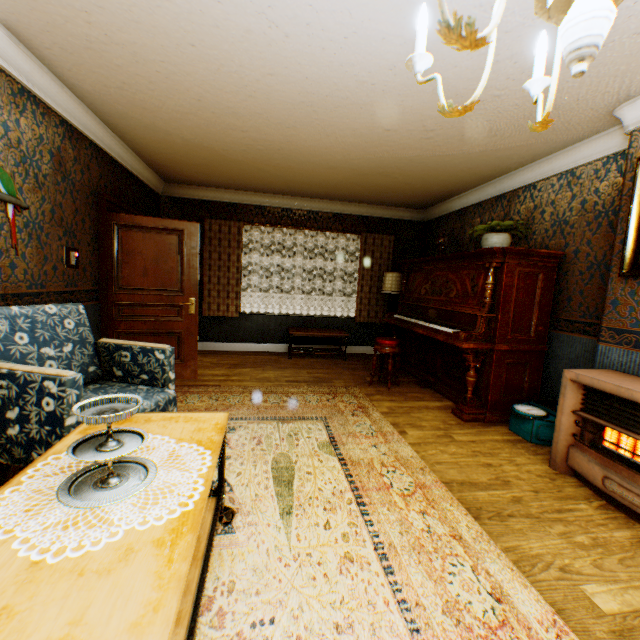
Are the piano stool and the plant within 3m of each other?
yes

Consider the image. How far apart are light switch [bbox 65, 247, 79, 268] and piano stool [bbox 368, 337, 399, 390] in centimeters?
383cm

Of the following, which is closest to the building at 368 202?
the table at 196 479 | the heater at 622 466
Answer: the heater at 622 466

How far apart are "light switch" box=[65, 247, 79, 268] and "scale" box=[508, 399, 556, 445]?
5.0 meters

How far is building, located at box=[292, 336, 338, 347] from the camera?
6.93m

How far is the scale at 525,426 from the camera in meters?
3.3 m

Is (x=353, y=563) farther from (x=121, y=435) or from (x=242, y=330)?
(x=242, y=330)

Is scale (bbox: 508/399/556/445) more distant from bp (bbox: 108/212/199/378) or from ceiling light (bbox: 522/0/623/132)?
bp (bbox: 108/212/199/378)
